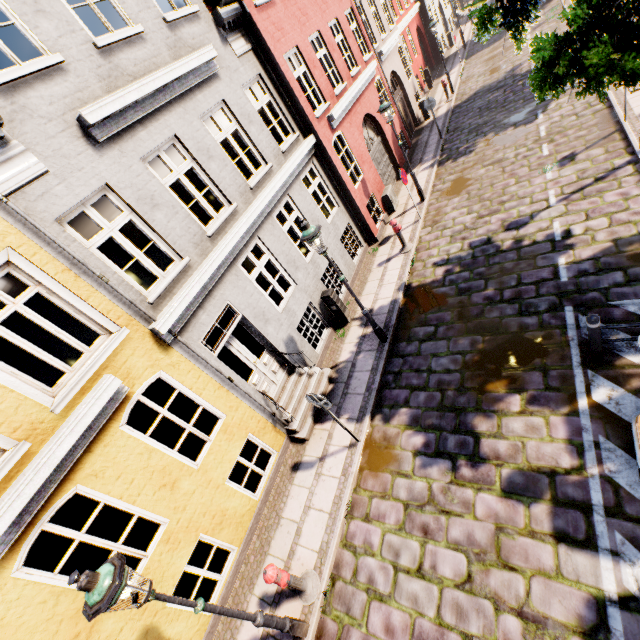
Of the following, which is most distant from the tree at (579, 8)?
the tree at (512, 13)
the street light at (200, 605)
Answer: the street light at (200, 605)

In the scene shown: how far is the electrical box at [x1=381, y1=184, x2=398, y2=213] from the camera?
13.0m

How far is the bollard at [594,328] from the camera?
5.0m

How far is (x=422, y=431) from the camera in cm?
650

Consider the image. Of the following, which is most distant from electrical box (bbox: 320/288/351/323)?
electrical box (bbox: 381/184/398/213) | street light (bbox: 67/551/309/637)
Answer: street light (bbox: 67/551/309/637)

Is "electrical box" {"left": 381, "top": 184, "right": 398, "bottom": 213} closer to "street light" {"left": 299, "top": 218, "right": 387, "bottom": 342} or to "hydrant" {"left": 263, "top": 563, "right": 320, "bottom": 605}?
"street light" {"left": 299, "top": 218, "right": 387, "bottom": 342}

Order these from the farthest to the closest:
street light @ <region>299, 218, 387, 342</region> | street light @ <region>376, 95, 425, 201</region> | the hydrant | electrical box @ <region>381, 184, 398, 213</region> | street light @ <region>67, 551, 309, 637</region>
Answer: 1. electrical box @ <region>381, 184, 398, 213</region>
2. street light @ <region>376, 95, 425, 201</region>
3. street light @ <region>299, 218, 387, 342</region>
4. the hydrant
5. street light @ <region>67, 551, 309, 637</region>

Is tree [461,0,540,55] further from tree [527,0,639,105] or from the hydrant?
the hydrant
